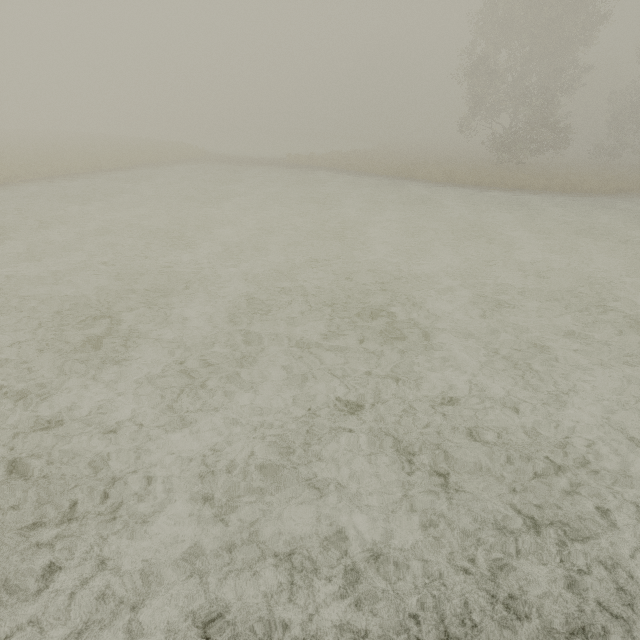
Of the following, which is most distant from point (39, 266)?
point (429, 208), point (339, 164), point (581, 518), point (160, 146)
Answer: point (160, 146)
